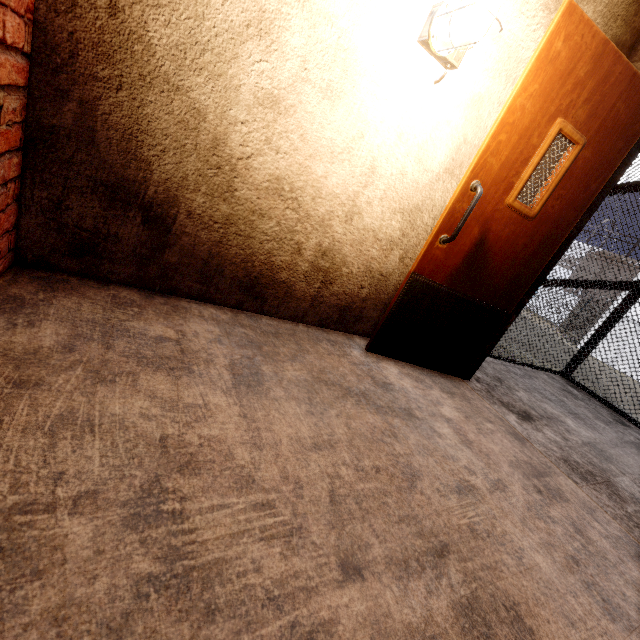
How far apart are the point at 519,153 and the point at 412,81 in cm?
77
